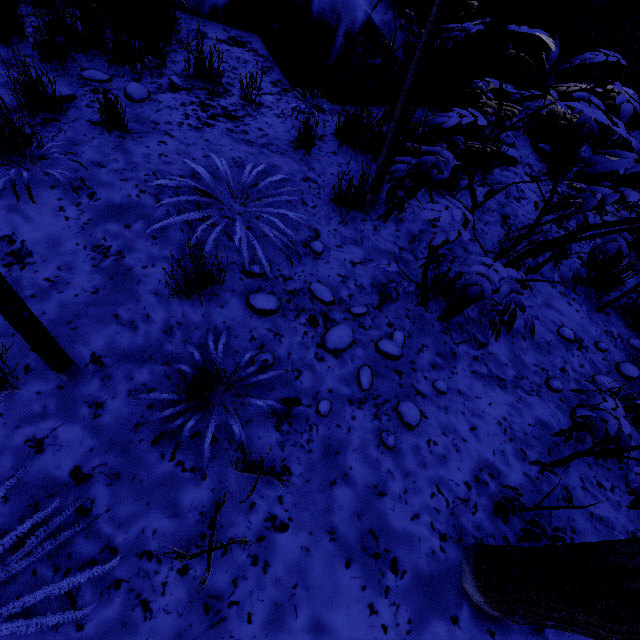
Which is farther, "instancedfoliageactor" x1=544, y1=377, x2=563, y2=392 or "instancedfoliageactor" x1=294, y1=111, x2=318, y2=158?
"instancedfoliageactor" x1=294, y1=111, x2=318, y2=158

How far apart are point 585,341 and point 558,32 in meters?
5.3 m

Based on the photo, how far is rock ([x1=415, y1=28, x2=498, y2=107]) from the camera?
4.05m

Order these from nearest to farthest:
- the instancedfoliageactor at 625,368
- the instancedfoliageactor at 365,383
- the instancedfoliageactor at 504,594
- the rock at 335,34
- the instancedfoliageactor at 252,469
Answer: the instancedfoliageactor at 504,594, the instancedfoliageactor at 252,469, the instancedfoliageactor at 365,383, the instancedfoliageactor at 625,368, the rock at 335,34

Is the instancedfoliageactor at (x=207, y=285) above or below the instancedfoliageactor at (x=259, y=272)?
above

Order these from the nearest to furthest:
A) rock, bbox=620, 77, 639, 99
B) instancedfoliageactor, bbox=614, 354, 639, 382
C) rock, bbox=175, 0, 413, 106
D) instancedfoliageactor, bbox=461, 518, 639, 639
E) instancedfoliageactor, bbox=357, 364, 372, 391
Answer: instancedfoliageactor, bbox=461, 518, 639, 639 < instancedfoliageactor, bbox=357, 364, 372, 391 < instancedfoliageactor, bbox=614, 354, 639, 382 < rock, bbox=175, 0, 413, 106 < rock, bbox=620, 77, 639, 99
